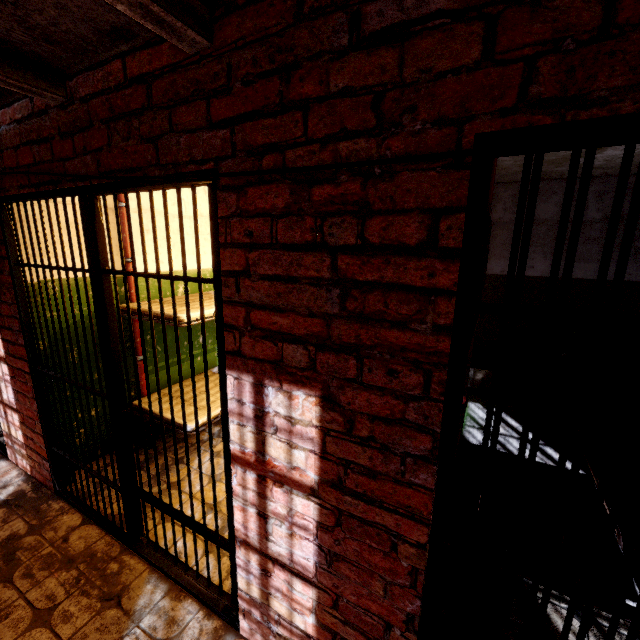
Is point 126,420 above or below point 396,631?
above

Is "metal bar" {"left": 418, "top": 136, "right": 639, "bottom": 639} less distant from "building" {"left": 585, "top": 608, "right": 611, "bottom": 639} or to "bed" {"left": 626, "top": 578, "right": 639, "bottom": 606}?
"building" {"left": 585, "top": 608, "right": 611, "bottom": 639}

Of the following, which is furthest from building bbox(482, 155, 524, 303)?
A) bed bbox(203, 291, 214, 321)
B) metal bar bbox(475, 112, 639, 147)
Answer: bed bbox(203, 291, 214, 321)

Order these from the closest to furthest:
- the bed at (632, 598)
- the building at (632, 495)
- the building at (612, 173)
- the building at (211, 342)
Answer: the bed at (632, 598) < the building at (632, 495) < the building at (612, 173) < the building at (211, 342)

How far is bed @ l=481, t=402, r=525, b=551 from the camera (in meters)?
1.82

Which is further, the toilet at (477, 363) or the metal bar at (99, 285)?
the toilet at (477, 363)

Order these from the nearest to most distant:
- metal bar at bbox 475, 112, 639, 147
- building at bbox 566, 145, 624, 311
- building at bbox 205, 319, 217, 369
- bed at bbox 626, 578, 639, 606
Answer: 1. metal bar at bbox 475, 112, 639, 147
2. bed at bbox 626, 578, 639, 606
3. building at bbox 566, 145, 624, 311
4. building at bbox 205, 319, 217, 369

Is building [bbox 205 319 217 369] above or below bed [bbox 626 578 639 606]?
above
